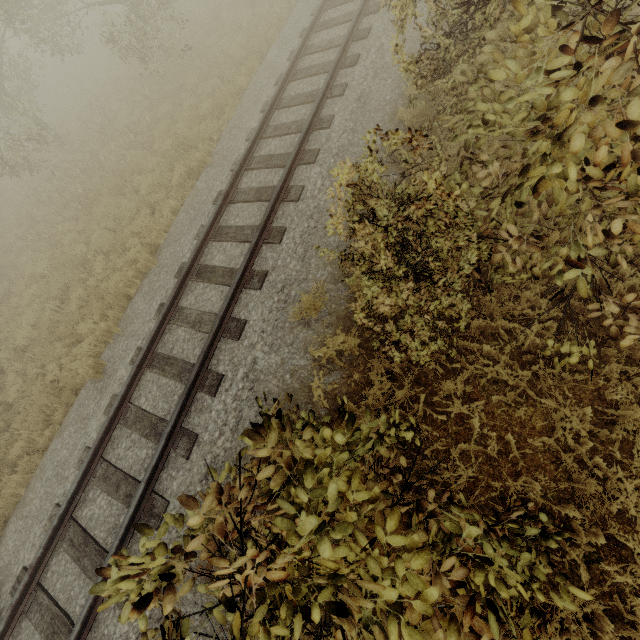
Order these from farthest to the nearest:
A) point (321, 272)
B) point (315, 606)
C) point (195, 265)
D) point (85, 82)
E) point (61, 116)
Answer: point (85, 82), point (61, 116), point (195, 265), point (321, 272), point (315, 606)

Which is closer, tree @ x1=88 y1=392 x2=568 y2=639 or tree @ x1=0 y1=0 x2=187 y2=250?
tree @ x1=88 y1=392 x2=568 y2=639

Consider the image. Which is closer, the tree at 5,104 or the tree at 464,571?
the tree at 464,571
